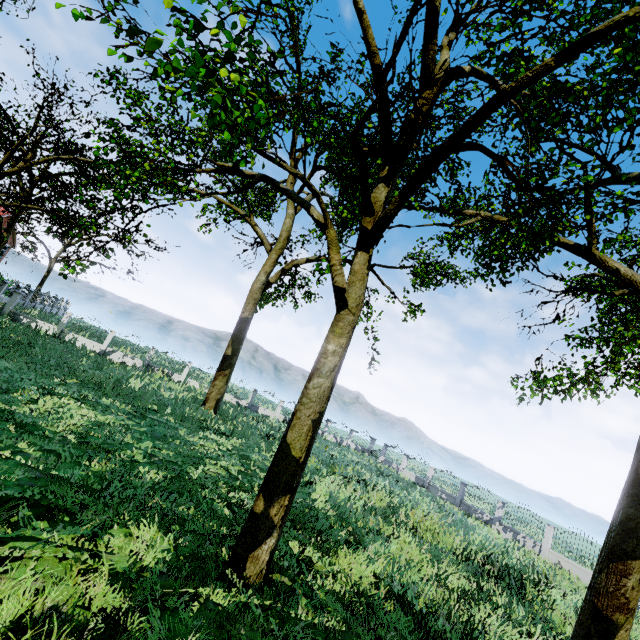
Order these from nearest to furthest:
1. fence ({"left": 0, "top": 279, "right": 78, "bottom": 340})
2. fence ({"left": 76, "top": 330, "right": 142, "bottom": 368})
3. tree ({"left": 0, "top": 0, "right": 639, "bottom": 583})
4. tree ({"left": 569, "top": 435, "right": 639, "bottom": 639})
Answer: tree ({"left": 0, "top": 0, "right": 639, "bottom": 583}) < tree ({"left": 569, "top": 435, "right": 639, "bottom": 639}) < fence ({"left": 0, "top": 279, "right": 78, "bottom": 340}) < fence ({"left": 76, "top": 330, "right": 142, "bottom": 368})

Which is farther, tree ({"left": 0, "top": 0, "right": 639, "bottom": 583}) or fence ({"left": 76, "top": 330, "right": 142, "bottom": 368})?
fence ({"left": 76, "top": 330, "right": 142, "bottom": 368})

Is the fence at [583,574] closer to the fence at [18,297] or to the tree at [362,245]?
the tree at [362,245]

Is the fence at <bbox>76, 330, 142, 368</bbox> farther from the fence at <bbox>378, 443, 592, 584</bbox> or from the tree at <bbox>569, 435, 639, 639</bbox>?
the fence at <bbox>378, 443, 592, 584</bbox>

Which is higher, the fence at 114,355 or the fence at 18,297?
the fence at 18,297

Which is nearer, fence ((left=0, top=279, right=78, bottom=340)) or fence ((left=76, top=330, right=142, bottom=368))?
fence ((left=0, top=279, right=78, bottom=340))

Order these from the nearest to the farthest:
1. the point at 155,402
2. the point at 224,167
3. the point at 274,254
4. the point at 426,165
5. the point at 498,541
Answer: the point at 426,165, the point at 224,167, the point at 155,402, the point at 498,541, the point at 274,254
